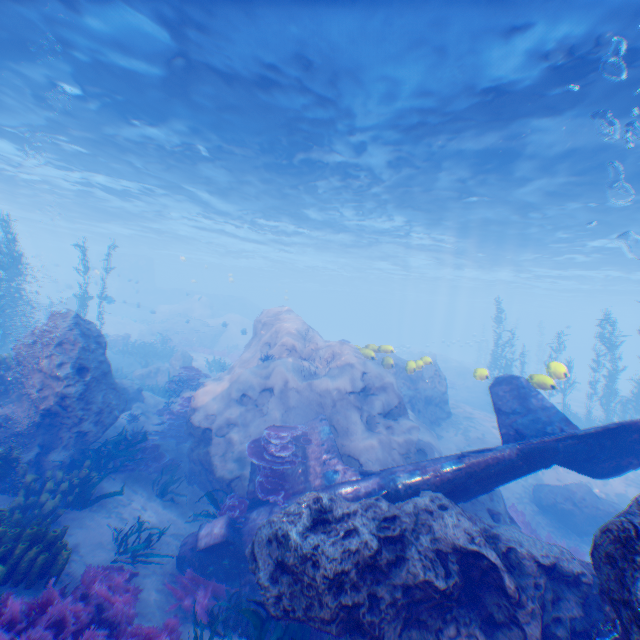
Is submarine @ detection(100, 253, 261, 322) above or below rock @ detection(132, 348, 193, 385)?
above

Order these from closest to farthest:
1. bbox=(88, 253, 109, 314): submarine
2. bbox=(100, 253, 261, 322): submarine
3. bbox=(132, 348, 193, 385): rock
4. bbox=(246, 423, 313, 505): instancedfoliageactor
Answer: bbox=(246, 423, 313, 505): instancedfoliageactor, bbox=(132, 348, 193, 385): rock, bbox=(88, 253, 109, 314): submarine, bbox=(100, 253, 261, 322): submarine

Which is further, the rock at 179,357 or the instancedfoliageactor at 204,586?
the rock at 179,357

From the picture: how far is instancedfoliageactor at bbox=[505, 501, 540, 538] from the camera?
10.93m

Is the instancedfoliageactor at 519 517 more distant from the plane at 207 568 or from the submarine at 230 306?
the submarine at 230 306

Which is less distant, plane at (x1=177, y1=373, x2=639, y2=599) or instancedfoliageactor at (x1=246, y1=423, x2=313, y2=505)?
plane at (x1=177, y1=373, x2=639, y2=599)

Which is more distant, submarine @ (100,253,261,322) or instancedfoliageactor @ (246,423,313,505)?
submarine @ (100,253,261,322)

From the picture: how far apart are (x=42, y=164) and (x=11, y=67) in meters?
11.3
